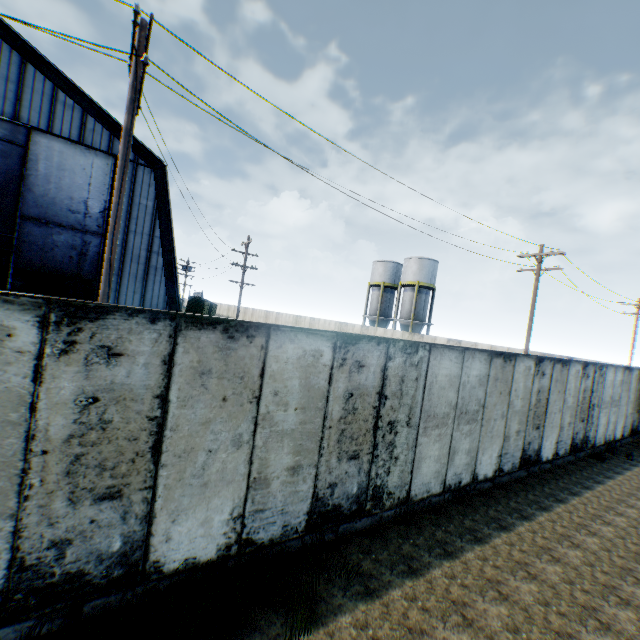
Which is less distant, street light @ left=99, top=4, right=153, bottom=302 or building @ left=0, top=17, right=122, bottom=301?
street light @ left=99, top=4, right=153, bottom=302

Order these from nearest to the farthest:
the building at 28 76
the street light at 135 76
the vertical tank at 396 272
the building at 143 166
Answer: the street light at 135 76 → the building at 28 76 → the building at 143 166 → the vertical tank at 396 272

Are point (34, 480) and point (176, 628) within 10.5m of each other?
yes

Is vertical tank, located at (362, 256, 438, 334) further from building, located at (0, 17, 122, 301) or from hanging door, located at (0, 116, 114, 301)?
hanging door, located at (0, 116, 114, 301)

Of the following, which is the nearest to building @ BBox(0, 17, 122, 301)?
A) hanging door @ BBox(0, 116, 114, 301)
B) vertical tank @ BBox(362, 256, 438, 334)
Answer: hanging door @ BBox(0, 116, 114, 301)

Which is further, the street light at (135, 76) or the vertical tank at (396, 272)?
the vertical tank at (396, 272)

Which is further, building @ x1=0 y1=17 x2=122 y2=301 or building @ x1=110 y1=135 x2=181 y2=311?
building @ x1=110 y1=135 x2=181 y2=311

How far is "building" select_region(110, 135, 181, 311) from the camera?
18.4m
